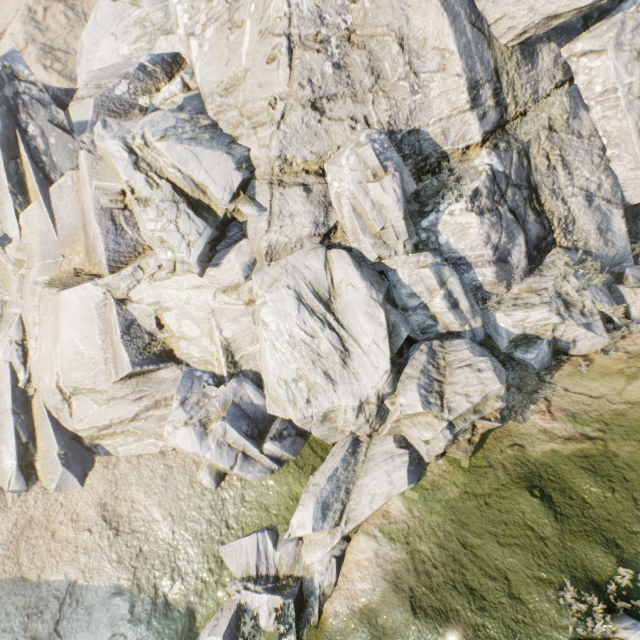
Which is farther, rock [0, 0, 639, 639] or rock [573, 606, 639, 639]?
rock [0, 0, 639, 639]

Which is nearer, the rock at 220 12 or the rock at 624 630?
the rock at 624 630

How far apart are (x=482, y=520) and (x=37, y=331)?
17.6 meters
